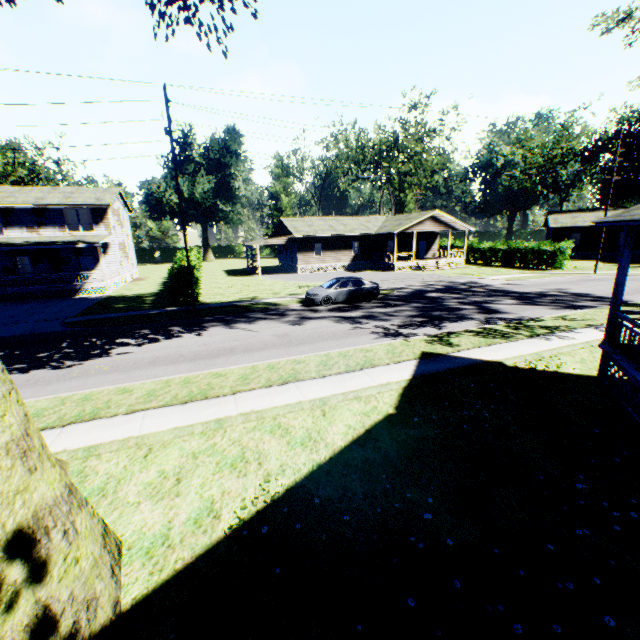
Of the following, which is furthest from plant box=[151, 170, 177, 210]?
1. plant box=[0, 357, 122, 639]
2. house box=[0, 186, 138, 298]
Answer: plant box=[0, 357, 122, 639]

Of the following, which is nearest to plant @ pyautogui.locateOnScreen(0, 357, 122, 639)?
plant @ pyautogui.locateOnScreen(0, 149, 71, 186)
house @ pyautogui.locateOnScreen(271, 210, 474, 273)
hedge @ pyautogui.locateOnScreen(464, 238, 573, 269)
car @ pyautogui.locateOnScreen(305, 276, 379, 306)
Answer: car @ pyautogui.locateOnScreen(305, 276, 379, 306)

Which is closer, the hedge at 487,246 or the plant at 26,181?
Answer: the hedge at 487,246

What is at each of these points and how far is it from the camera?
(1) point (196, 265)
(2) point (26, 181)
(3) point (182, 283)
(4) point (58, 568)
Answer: (1) hedge, 22.7m
(2) plant, 57.2m
(3) hedge, 21.0m
(4) plant, 3.1m

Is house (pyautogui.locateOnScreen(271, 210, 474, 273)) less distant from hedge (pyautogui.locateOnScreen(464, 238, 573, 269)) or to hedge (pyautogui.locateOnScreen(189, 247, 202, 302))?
hedge (pyautogui.locateOnScreen(464, 238, 573, 269))

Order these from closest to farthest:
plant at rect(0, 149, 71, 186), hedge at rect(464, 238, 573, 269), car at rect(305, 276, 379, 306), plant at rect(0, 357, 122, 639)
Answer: plant at rect(0, 357, 122, 639) → car at rect(305, 276, 379, 306) → hedge at rect(464, 238, 573, 269) → plant at rect(0, 149, 71, 186)

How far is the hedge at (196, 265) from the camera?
21.5m

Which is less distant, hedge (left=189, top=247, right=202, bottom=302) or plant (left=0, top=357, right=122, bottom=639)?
plant (left=0, top=357, right=122, bottom=639)
